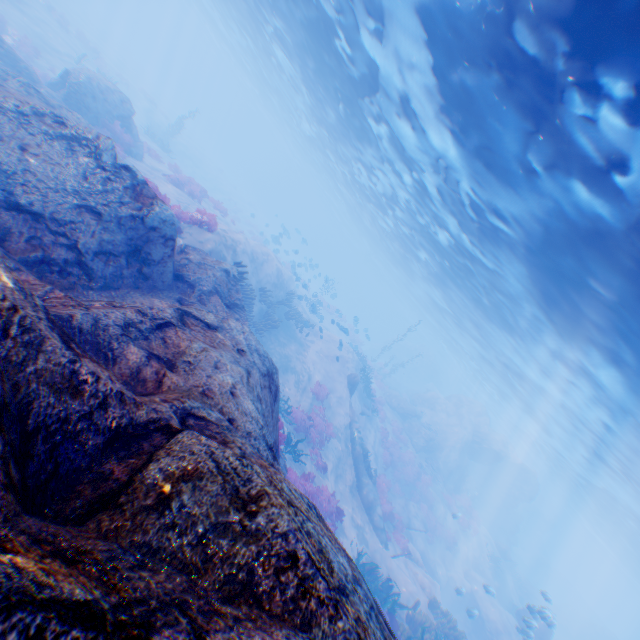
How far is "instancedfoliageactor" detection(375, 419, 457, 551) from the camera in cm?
1817

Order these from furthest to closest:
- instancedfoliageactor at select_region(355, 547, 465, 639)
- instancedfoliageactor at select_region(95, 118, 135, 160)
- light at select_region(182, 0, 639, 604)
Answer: instancedfoliageactor at select_region(95, 118, 135, 160) < instancedfoliageactor at select_region(355, 547, 465, 639) < light at select_region(182, 0, 639, 604)

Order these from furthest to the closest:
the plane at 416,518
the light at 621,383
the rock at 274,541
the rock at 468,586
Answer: the plane at 416,518 → the rock at 468,586 → the light at 621,383 → the rock at 274,541

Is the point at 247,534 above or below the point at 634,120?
below

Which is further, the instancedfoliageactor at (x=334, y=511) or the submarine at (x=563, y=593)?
the submarine at (x=563, y=593)

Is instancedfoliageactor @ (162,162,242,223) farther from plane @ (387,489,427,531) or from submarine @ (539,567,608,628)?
submarine @ (539,567,608,628)

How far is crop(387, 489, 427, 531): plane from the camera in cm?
1967

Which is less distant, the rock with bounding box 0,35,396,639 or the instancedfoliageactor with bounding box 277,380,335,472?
the rock with bounding box 0,35,396,639
